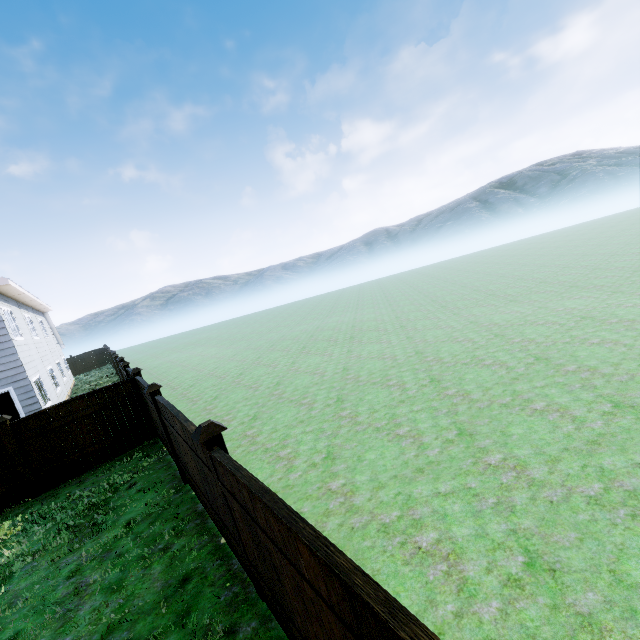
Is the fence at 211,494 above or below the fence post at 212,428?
below

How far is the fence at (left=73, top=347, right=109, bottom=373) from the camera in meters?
33.2 m

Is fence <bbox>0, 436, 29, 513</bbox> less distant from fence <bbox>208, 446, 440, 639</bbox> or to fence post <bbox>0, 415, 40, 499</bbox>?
fence post <bbox>0, 415, 40, 499</bbox>

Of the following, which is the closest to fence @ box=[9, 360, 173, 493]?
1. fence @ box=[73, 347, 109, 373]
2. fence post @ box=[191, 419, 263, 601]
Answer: fence post @ box=[191, 419, 263, 601]

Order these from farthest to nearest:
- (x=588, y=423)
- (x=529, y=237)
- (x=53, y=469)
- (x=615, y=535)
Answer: (x=529, y=237)
(x=53, y=469)
(x=588, y=423)
(x=615, y=535)

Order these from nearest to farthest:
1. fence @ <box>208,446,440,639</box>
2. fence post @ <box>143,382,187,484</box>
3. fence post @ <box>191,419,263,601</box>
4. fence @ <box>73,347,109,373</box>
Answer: fence @ <box>208,446,440,639</box> < fence post @ <box>191,419,263,601</box> < fence post @ <box>143,382,187,484</box> < fence @ <box>73,347,109,373</box>

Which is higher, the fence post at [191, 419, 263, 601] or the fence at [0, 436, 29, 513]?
the fence post at [191, 419, 263, 601]

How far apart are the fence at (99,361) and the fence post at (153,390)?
34.20m
